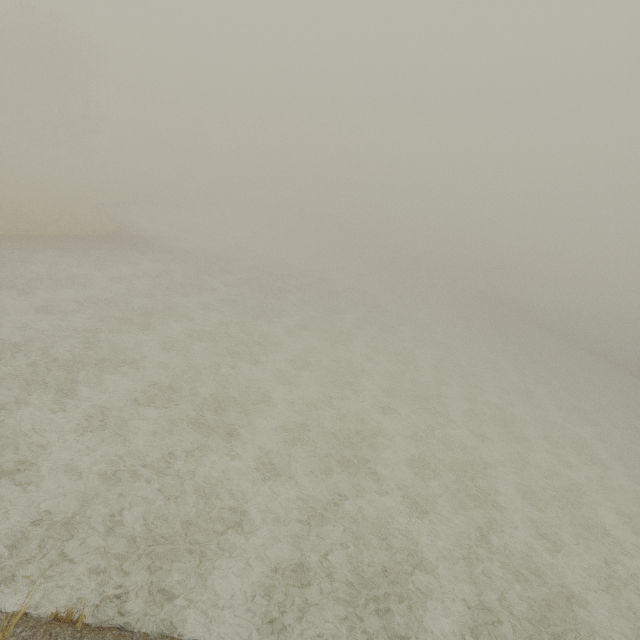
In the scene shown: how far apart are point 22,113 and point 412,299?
48.5m
